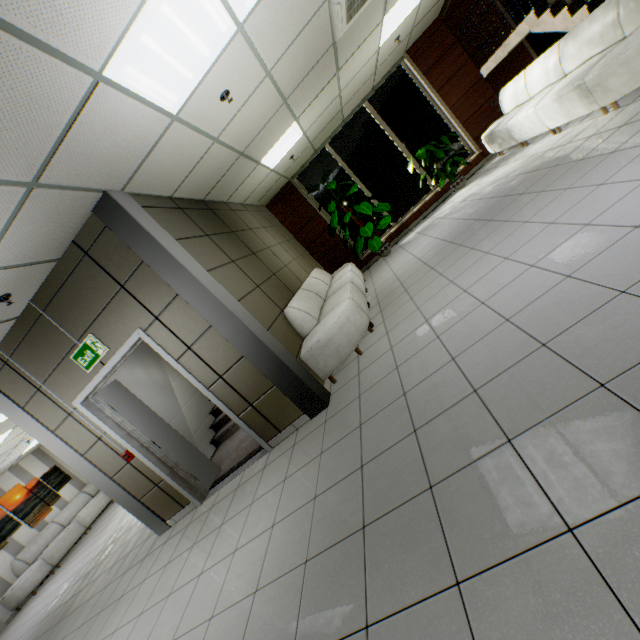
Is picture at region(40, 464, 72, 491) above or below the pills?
above

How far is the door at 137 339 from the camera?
3.85m

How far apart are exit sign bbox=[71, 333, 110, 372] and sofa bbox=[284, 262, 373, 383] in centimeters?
219cm

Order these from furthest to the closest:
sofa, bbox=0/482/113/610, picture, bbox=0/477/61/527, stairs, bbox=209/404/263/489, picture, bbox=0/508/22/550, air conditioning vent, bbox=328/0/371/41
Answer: picture, bbox=0/477/61/527 < picture, bbox=0/508/22/550 < sofa, bbox=0/482/113/610 < stairs, bbox=209/404/263/489 < air conditioning vent, bbox=328/0/371/41

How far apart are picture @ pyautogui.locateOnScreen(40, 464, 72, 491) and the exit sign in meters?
10.3

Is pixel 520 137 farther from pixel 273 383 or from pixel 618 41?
pixel 273 383

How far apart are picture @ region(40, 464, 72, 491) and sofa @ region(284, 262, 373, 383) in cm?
1197

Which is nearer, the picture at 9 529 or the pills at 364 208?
the pills at 364 208
